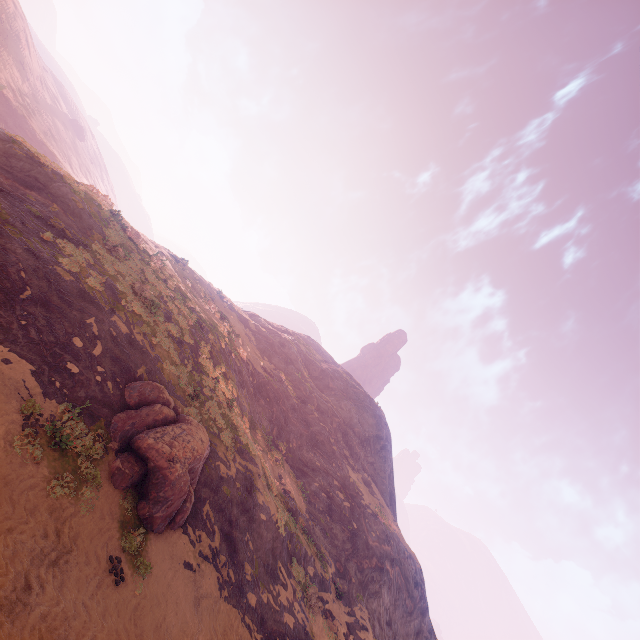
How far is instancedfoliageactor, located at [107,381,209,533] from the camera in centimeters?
1136cm

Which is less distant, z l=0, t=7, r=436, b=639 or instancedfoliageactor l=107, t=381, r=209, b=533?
z l=0, t=7, r=436, b=639

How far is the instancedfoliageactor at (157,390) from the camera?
11.4 meters

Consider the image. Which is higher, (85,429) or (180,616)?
(85,429)

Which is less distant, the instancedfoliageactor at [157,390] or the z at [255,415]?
the z at [255,415]
